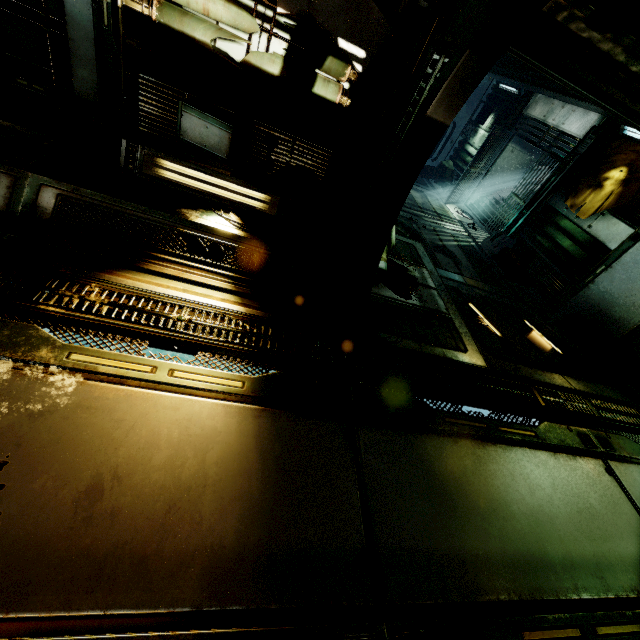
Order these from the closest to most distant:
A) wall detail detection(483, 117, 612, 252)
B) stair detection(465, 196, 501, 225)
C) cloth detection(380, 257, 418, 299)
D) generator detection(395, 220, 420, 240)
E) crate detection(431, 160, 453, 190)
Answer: cloth detection(380, 257, 418, 299) → generator detection(395, 220, 420, 240) → wall detail detection(483, 117, 612, 252) → stair detection(465, 196, 501, 225) → crate detection(431, 160, 453, 190)

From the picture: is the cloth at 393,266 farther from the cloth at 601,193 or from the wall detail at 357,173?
the cloth at 601,193

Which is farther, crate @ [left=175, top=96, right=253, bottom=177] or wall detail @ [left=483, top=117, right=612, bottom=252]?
wall detail @ [left=483, top=117, right=612, bottom=252]

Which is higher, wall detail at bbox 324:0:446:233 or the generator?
wall detail at bbox 324:0:446:233

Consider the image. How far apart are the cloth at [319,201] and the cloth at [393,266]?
1.0 meters

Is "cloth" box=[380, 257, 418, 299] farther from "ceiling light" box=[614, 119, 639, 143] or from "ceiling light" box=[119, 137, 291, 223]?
"ceiling light" box=[614, 119, 639, 143]

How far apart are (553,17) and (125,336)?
5.2 meters

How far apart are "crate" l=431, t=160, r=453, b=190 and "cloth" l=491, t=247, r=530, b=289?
5.3 meters
